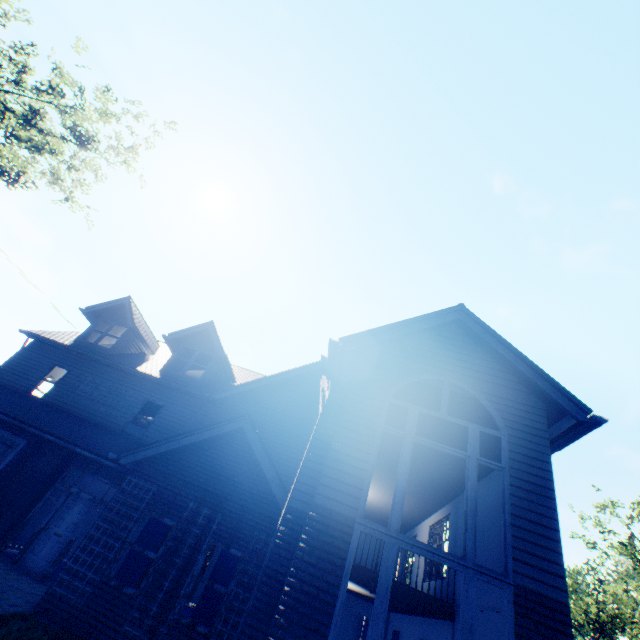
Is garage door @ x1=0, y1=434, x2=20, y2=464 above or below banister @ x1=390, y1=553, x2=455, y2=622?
below

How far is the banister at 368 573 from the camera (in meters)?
9.79

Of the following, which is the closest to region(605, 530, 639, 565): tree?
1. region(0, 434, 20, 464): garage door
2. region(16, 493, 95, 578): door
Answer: region(0, 434, 20, 464): garage door

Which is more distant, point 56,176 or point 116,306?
point 56,176

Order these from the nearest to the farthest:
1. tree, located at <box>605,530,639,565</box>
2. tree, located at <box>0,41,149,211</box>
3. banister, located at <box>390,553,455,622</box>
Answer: banister, located at <box>390,553,455,622</box>, tree, located at <box>0,41,149,211</box>, tree, located at <box>605,530,639,565</box>

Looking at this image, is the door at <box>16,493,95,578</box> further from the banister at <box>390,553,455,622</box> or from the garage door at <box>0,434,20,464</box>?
the banister at <box>390,553,455,622</box>

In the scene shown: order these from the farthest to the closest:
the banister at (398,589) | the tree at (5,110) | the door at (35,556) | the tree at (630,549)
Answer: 1. the tree at (630,549)
2. the tree at (5,110)
3. the door at (35,556)
4. the banister at (398,589)

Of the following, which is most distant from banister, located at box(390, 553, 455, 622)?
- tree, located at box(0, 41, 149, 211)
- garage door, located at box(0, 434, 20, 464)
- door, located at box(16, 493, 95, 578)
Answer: garage door, located at box(0, 434, 20, 464)
